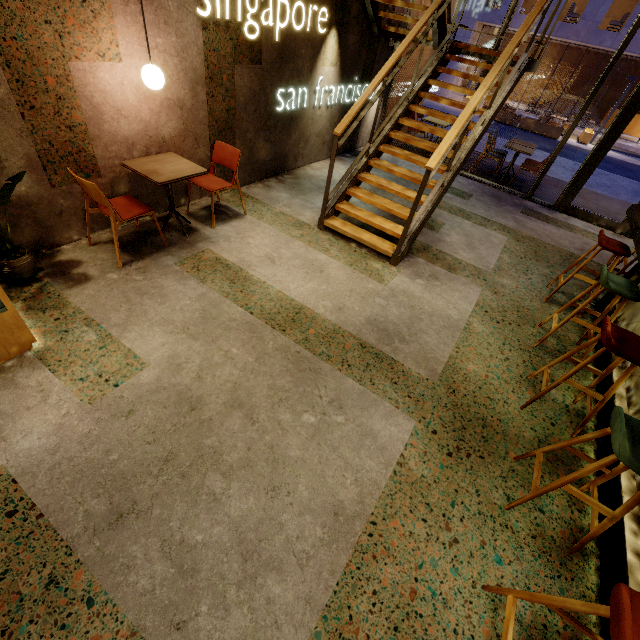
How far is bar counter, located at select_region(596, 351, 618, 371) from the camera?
3.3m

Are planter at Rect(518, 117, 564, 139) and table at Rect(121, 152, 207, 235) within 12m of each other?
no

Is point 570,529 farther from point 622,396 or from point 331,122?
point 331,122

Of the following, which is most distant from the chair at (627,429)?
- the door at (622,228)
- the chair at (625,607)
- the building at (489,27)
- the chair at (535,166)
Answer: the building at (489,27)

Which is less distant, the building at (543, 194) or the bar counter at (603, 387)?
the bar counter at (603, 387)

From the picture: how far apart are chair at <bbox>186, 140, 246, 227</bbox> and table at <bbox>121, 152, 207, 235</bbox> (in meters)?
0.29

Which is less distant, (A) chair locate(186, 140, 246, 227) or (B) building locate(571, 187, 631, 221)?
(A) chair locate(186, 140, 246, 227)

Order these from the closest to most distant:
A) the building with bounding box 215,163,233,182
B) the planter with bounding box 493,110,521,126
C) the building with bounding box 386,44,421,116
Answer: the building with bounding box 215,163,233,182 < the building with bounding box 386,44,421,116 < the planter with bounding box 493,110,521,126
